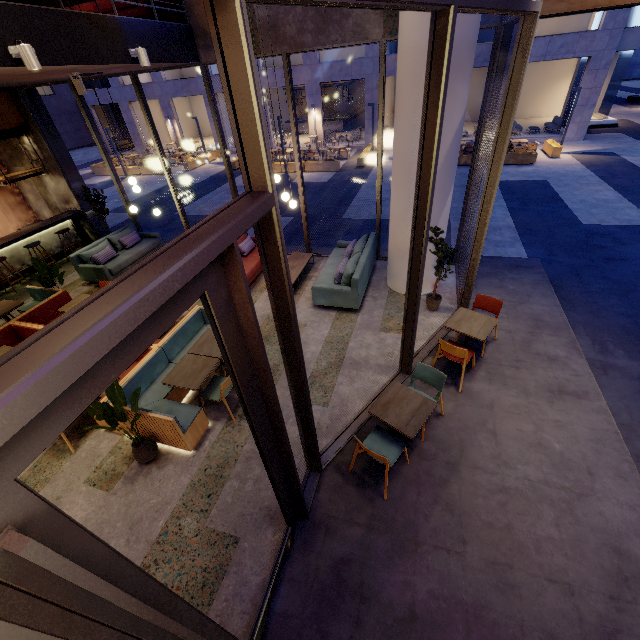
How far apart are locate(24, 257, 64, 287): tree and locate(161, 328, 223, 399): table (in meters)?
4.69

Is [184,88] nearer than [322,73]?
No

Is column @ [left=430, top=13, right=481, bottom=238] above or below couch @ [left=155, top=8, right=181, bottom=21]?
below

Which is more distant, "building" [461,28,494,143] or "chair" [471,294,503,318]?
"building" [461,28,494,143]

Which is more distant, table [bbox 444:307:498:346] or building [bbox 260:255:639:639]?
table [bbox 444:307:498:346]

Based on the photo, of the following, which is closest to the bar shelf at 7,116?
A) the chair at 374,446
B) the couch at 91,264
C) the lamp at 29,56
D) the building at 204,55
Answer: Result: the building at 204,55

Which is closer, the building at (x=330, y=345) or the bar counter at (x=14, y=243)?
the building at (x=330, y=345)

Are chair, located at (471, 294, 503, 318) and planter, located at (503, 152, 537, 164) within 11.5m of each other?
no
